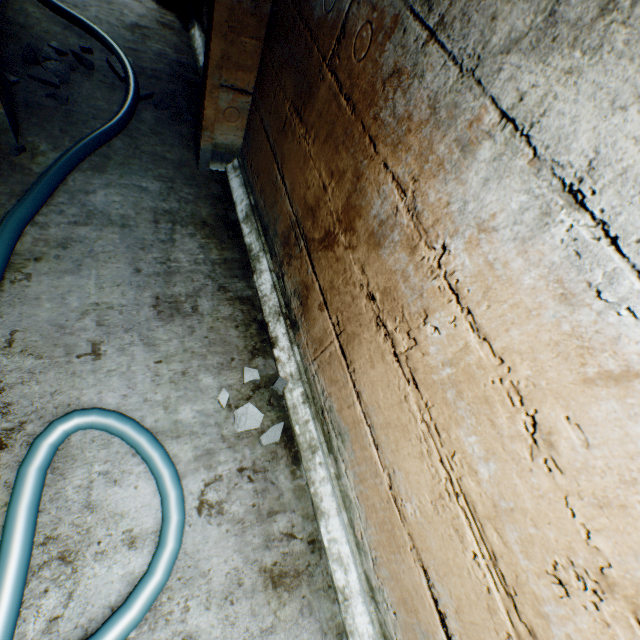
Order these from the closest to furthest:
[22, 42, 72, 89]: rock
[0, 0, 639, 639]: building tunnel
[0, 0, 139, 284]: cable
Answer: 1. [0, 0, 639, 639]: building tunnel
2. [0, 0, 139, 284]: cable
3. [22, 42, 72, 89]: rock

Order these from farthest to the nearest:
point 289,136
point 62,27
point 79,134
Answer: point 62,27 → point 79,134 → point 289,136

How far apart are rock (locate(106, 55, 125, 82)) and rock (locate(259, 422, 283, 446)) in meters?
2.9

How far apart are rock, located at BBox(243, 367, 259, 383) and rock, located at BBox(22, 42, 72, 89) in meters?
2.6 m

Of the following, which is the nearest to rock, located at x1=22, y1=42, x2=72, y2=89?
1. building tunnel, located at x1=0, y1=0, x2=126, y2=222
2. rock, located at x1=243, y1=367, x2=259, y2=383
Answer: building tunnel, located at x1=0, y1=0, x2=126, y2=222

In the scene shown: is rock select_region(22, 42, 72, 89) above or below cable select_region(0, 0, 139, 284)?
below

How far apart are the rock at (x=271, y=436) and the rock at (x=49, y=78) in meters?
2.6

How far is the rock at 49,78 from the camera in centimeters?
236cm
